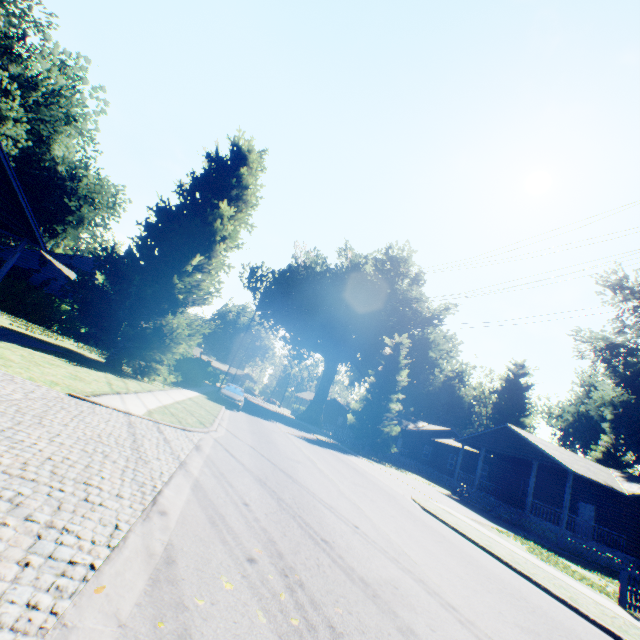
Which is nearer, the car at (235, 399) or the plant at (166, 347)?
the plant at (166, 347)

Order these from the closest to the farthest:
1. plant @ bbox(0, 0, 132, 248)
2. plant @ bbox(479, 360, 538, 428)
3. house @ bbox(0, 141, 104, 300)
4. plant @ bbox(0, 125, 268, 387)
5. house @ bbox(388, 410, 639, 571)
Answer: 1. house @ bbox(0, 141, 104, 300)
2. plant @ bbox(0, 125, 268, 387)
3. house @ bbox(388, 410, 639, 571)
4. plant @ bbox(0, 0, 132, 248)
5. plant @ bbox(479, 360, 538, 428)

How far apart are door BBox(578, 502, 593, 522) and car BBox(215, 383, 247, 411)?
25.4 meters

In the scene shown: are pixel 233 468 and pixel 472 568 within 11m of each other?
yes

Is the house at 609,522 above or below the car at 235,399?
above

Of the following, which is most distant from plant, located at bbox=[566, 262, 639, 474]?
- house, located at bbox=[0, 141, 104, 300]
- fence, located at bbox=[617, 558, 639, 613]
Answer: house, located at bbox=[0, 141, 104, 300]

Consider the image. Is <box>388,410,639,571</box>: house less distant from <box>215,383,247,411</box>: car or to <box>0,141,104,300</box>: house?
<box>215,383,247,411</box>: car

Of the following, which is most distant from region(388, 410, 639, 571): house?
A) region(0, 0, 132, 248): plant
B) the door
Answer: region(0, 0, 132, 248): plant
